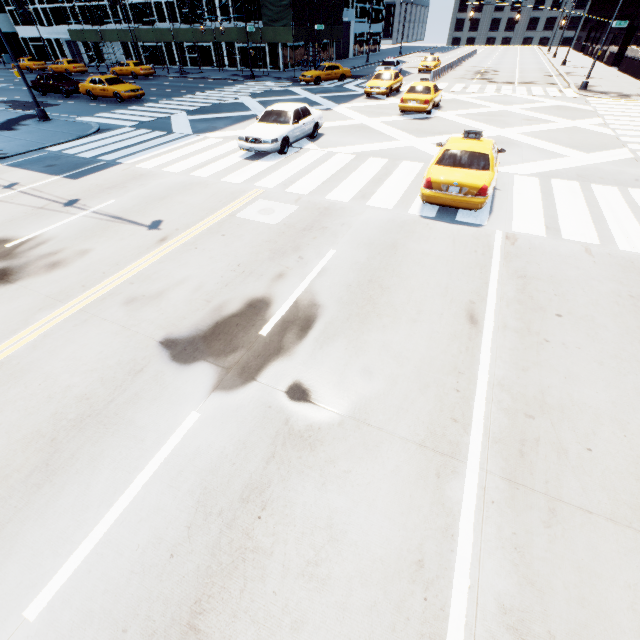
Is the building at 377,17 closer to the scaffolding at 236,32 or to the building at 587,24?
→ the scaffolding at 236,32

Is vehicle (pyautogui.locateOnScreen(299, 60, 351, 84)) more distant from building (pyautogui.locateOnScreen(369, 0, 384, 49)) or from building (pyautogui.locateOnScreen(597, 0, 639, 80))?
building (pyautogui.locateOnScreen(597, 0, 639, 80))

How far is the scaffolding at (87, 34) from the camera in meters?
39.7

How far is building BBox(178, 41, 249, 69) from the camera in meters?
39.0

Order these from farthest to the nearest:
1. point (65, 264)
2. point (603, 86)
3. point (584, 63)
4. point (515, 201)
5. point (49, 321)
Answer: point (584, 63) → point (603, 86) → point (515, 201) → point (65, 264) → point (49, 321)

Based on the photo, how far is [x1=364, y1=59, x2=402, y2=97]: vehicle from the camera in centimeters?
2361cm

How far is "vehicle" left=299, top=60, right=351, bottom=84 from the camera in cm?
2984

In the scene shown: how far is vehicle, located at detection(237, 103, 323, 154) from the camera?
12.80m
